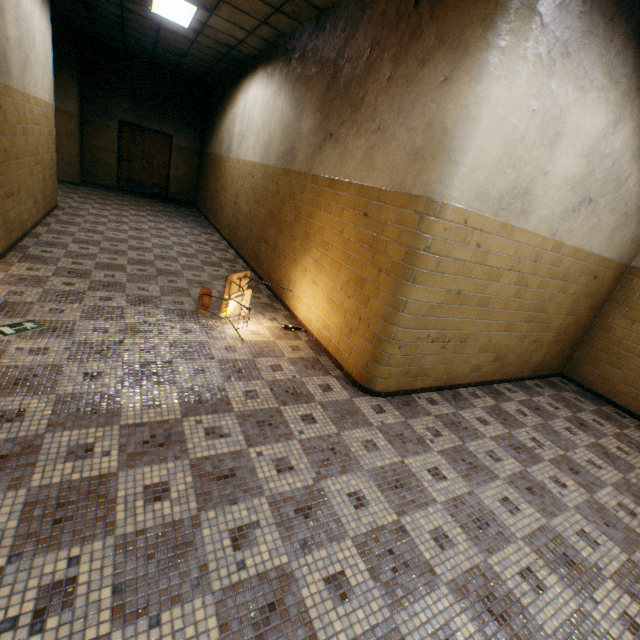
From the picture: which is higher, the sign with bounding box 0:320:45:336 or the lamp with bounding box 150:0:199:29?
the lamp with bounding box 150:0:199:29

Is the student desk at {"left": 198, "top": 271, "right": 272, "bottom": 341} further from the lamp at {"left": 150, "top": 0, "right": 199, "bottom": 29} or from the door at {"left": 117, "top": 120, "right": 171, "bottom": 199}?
the door at {"left": 117, "top": 120, "right": 171, "bottom": 199}

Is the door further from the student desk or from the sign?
the sign

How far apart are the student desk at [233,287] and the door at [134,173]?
9.9 meters

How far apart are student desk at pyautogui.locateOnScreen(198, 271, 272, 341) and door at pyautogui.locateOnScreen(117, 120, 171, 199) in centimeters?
987cm

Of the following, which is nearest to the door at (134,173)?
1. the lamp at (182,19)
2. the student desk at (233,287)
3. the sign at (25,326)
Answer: the lamp at (182,19)

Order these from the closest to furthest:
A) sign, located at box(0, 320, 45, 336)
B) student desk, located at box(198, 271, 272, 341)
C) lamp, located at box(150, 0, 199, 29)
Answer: sign, located at box(0, 320, 45, 336), student desk, located at box(198, 271, 272, 341), lamp, located at box(150, 0, 199, 29)

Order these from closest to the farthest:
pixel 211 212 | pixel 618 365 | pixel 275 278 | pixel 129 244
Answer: pixel 618 365 → pixel 275 278 → pixel 129 244 → pixel 211 212
